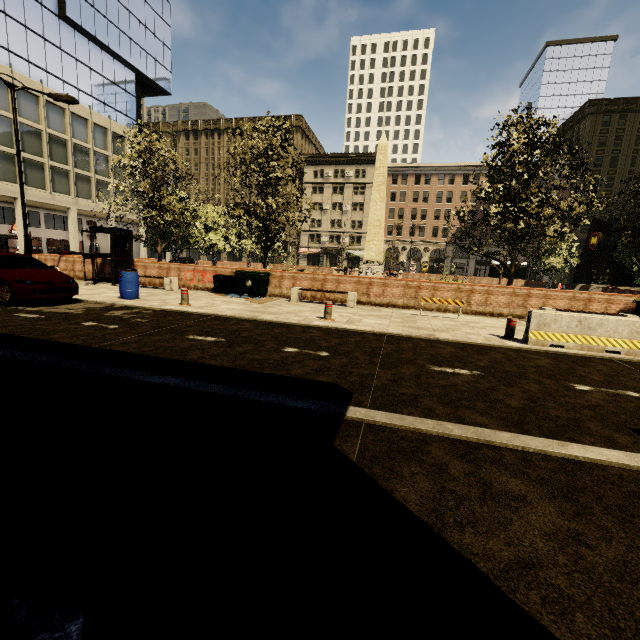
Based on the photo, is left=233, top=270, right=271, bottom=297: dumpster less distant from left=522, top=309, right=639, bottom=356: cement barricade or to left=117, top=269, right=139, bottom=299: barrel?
left=117, top=269, right=139, bottom=299: barrel

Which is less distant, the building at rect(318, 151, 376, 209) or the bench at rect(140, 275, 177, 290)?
the bench at rect(140, 275, 177, 290)

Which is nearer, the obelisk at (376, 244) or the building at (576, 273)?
the obelisk at (376, 244)

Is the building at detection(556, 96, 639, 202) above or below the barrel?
above

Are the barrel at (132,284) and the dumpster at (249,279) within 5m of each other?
yes

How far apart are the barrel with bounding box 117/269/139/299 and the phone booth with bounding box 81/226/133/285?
4.4 meters

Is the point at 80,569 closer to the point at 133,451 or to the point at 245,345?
the point at 133,451

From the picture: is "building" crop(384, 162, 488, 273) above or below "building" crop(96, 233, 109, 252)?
above
